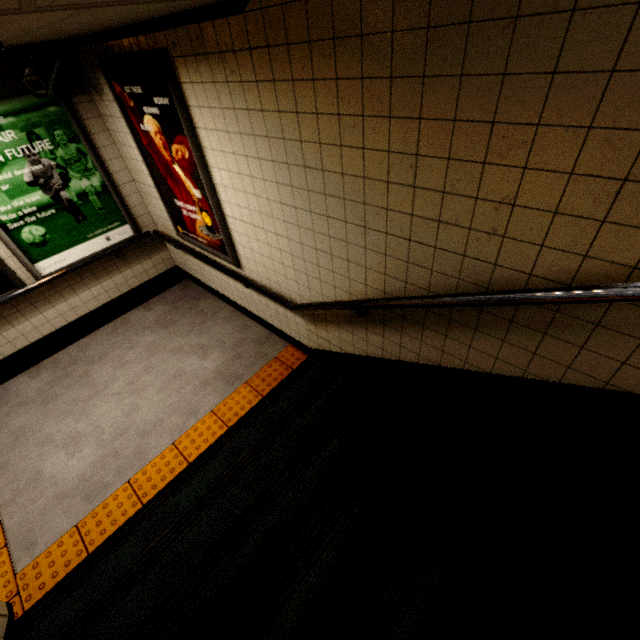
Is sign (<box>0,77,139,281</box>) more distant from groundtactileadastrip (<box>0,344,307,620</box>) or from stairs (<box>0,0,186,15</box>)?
stairs (<box>0,0,186,15</box>)

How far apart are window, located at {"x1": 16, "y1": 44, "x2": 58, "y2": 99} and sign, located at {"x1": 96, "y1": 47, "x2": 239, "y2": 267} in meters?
0.4 m

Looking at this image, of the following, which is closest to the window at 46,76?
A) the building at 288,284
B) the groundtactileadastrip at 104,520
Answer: the building at 288,284

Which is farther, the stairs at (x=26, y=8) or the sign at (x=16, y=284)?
the sign at (x=16, y=284)

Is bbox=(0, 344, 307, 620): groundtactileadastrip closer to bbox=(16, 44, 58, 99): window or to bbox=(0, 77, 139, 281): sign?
bbox=(0, 77, 139, 281): sign

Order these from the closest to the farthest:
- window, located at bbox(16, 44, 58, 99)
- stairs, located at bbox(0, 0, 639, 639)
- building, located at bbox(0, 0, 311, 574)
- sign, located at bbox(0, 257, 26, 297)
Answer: stairs, located at bbox(0, 0, 639, 639) → building, located at bbox(0, 0, 311, 574) → window, located at bbox(16, 44, 58, 99) → sign, located at bbox(0, 257, 26, 297)

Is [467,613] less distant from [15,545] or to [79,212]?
[15,545]

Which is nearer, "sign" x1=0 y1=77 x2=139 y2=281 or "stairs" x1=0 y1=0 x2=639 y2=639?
"stairs" x1=0 y1=0 x2=639 y2=639
